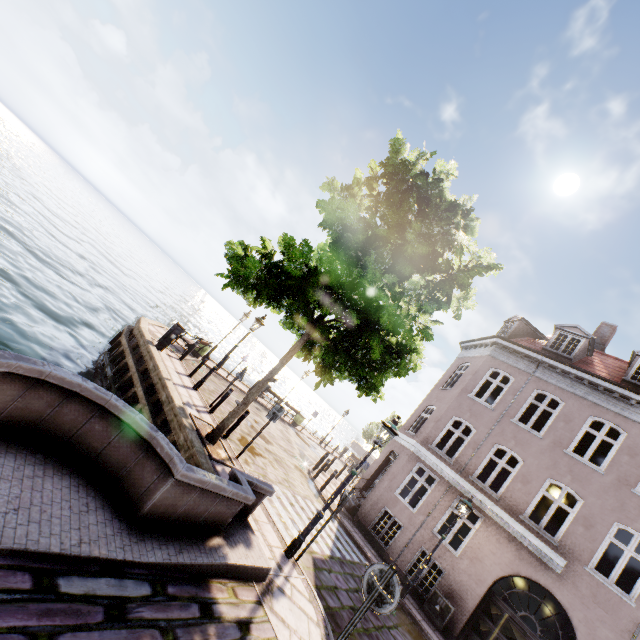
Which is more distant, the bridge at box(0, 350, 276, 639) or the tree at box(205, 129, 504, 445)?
the tree at box(205, 129, 504, 445)

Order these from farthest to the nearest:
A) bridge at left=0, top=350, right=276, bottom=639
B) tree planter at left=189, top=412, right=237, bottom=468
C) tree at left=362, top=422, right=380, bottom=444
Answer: tree at left=362, top=422, right=380, bottom=444, tree planter at left=189, top=412, right=237, bottom=468, bridge at left=0, top=350, right=276, bottom=639

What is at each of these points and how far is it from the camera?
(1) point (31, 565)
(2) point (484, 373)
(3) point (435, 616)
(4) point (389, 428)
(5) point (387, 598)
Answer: (1) bridge, 3.0m
(2) building, 15.4m
(3) electrical box, 10.9m
(4) street light, 7.4m
(5) sign, 4.1m

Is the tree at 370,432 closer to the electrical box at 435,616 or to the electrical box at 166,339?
the electrical box at 166,339

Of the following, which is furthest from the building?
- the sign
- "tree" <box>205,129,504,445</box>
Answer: the sign

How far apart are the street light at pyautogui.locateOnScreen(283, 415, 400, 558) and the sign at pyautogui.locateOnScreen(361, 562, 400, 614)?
2.84m

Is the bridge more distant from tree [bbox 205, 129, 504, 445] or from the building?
the building

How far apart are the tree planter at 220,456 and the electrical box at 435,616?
8.6m
